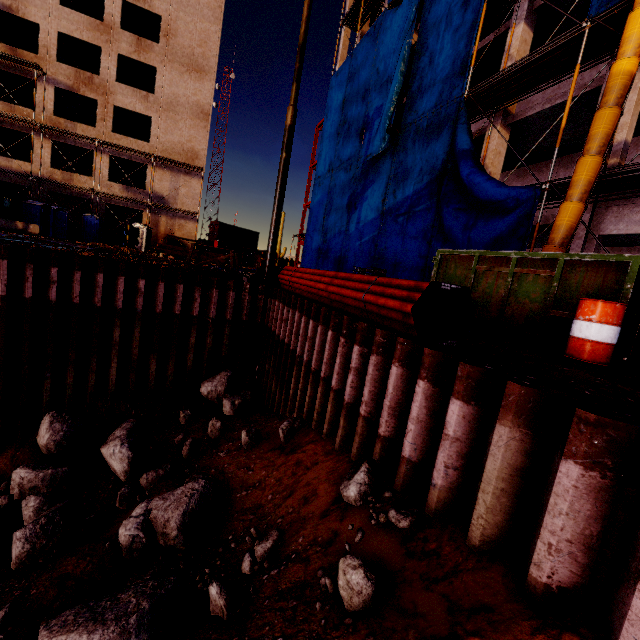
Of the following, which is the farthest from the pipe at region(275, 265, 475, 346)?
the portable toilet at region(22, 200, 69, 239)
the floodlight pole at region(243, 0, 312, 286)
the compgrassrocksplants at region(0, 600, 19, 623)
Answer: the portable toilet at region(22, 200, 69, 239)

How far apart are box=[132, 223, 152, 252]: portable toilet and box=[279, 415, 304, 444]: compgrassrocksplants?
25.7 meters

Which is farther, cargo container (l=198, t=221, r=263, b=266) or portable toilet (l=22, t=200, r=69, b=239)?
cargo container (l=198, t=221, r=263, b=266)

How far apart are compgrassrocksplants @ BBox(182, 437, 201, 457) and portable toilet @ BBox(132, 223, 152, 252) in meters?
23.9 m

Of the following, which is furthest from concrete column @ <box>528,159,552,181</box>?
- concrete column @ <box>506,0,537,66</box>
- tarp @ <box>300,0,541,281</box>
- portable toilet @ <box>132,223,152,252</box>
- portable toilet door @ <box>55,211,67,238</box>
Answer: portable toilet door @ <box>55,211,67,238</box>

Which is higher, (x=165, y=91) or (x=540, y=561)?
(x=165, y=91)

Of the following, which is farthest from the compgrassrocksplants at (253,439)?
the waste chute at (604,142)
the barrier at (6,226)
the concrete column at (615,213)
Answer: the barrier at (6,226)

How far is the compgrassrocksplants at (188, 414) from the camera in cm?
903
